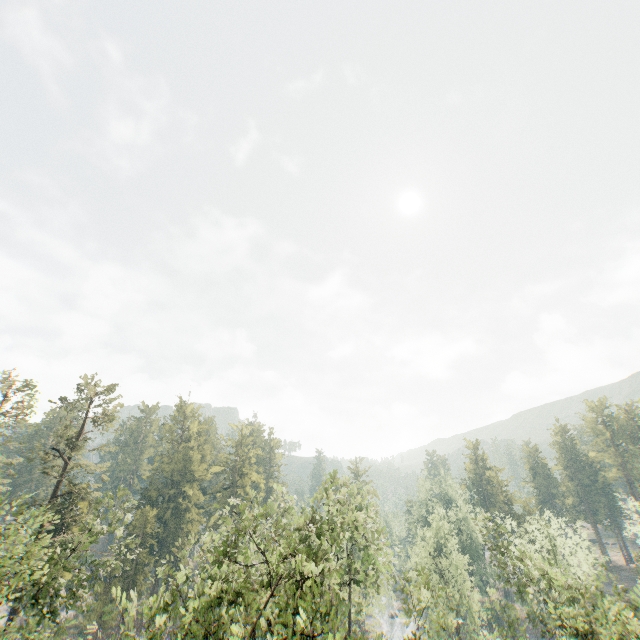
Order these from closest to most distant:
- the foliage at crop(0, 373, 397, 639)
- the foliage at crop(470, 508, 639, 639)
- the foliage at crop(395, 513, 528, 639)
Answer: the foliage at crop(0, 373, 397, 639) → the foliage at crop(395, 513, 528, 639) → the foliage at crop(470, 508, 639, 639)

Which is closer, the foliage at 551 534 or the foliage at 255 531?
the foliage at 255 531

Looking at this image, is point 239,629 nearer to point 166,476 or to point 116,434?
point 116,434

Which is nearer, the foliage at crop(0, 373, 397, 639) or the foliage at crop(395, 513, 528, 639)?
the foliage at crop(0, 373, 397, 639)

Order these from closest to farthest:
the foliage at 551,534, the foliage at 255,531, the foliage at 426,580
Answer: the foliage at 255,531, the foliage at 426,580, the foliage at 551,534
